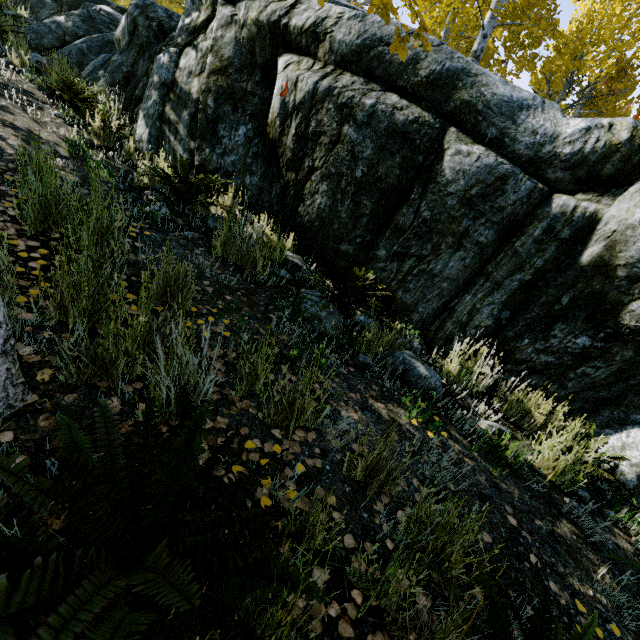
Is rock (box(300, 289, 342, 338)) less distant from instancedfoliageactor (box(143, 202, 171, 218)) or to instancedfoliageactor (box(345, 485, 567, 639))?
instancedfoliageactor (box(143, 202, 171, 218))

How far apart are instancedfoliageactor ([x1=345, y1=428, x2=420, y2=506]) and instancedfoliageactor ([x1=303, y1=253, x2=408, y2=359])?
1.4 meters

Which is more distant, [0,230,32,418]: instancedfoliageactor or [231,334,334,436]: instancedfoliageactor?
[231,334,334,436]: instancedfoliageactor

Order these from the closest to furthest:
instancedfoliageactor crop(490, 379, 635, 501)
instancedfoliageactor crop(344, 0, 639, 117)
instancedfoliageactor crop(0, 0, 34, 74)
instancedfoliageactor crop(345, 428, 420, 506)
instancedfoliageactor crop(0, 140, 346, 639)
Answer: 1. instancedfoliageactor crop(0, 140, 346, 639)
2. instancedfoliageactor crop(345, 428, 420, 506)
3. instancedfoliageactor crop(490, 379, 635, 501)
4. instancedfoliageactor crop(0, 0, 34, 74)
5. instancedfoliageactor crop(344, 0, 639, 117)

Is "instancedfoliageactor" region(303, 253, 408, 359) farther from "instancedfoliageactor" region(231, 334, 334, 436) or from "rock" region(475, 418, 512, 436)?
"instancedfoliageactor" region(231, 334, 334, 436)

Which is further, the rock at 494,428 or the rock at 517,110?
the rock at 517,110

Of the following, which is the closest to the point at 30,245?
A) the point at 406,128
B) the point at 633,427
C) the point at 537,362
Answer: the point at 406,128

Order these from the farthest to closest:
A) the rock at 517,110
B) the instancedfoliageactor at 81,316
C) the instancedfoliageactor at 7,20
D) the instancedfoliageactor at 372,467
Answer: the instancedfoliageactor at 7,20
the rock at 517,110
the instancedfoliageactor at 372,467
the instancedfoliageactor at 81,316
